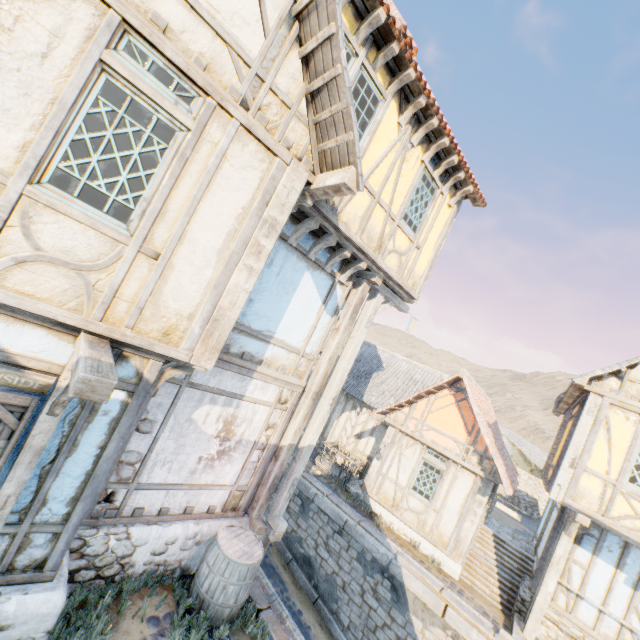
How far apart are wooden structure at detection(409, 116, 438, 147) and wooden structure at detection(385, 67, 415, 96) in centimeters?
90cm

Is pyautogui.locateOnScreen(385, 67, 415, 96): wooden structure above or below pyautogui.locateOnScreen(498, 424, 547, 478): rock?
above

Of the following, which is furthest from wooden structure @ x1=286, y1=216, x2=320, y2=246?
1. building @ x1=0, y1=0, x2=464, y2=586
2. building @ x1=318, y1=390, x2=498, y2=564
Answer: building @ x1=318, y1=390, x2=498, y2=564

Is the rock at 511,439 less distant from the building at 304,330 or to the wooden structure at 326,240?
the building at 304,330

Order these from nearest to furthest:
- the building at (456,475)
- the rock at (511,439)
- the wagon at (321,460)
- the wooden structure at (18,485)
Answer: the wooden structure at (18,485)
the building at (456,475)
the wagon at (321,460)
the rock at (511,439)

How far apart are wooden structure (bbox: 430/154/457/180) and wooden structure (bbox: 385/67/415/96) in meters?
1.9

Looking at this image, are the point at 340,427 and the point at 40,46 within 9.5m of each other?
no

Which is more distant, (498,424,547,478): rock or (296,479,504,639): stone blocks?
(498,424,547,478): rock
